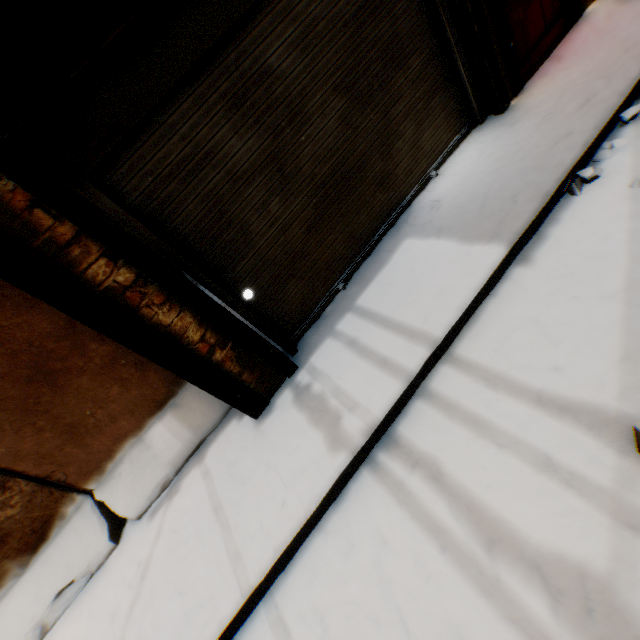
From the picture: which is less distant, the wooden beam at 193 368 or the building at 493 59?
the wooden beam at 193 368

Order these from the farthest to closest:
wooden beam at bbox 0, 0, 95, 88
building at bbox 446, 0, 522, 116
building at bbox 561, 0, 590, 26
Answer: building at bbox 561, 0, 590, 26 < building at bbox 446, 0, 522, 116 < wooden beam at bbox 0, 0, 95, 88

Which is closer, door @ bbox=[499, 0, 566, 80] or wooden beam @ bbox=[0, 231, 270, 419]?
wooden beam @ bbox=[0, 231, 270, 419]

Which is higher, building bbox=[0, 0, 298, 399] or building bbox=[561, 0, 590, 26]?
building bbox=[0, 0, 298, 399]

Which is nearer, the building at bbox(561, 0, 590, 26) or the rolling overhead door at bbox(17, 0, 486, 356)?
the rolling overhead door at bbox(17, 0, 486, 356)

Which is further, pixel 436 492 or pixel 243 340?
pixel 243 340

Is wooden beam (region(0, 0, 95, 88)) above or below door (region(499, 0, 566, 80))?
above

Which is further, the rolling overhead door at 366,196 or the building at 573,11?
the building at 573,11
